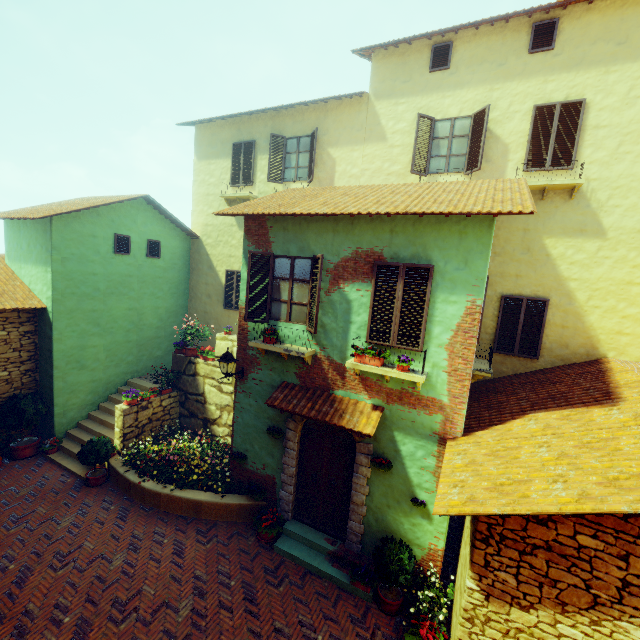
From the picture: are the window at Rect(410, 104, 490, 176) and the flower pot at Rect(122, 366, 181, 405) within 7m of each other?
no

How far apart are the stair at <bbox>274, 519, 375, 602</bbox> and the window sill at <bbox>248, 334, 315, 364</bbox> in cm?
398

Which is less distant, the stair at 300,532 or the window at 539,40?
the stair at 300,532

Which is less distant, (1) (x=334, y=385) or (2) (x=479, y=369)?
(1) (x=334, y=385)

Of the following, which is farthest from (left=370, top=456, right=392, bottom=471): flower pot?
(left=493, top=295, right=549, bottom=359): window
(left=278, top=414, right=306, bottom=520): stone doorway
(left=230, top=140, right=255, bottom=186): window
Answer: (left=230, top=140, right=255, bottom=186): window

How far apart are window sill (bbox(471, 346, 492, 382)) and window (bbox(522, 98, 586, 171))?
5.2m

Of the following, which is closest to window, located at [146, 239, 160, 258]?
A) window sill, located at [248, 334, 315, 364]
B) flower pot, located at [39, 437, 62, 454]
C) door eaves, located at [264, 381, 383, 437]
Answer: window sill, located at [248, 334, 315, 364]

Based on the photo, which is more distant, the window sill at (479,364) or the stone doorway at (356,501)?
the window sill at (479,364)
